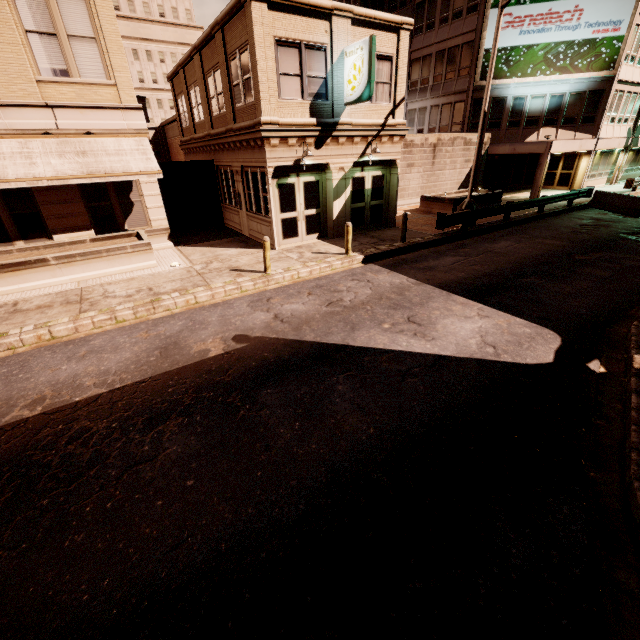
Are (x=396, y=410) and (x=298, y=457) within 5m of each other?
yes

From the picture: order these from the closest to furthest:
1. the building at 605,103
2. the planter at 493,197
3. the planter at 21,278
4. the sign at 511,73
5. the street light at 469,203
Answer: the planter at 21,278 → the street light at 469,203 → the planter at 493,197 → the sign at 511,73 → the building at 605,103

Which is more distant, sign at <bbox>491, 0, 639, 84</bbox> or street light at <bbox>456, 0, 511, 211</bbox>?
sign at <bbox>491, 0, 639, 84</bbox>

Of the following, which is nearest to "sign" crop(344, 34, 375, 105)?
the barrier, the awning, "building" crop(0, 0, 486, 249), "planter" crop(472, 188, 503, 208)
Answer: "building" crop(0, 0, 486, 249)

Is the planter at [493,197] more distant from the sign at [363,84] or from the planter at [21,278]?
the planter at [21,278]

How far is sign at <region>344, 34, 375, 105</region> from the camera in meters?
11.2

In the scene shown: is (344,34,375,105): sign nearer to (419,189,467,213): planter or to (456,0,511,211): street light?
(456,0,511,211): street light

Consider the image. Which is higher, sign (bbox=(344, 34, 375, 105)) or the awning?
sign (bbox=(344, 34, 375, 105))
